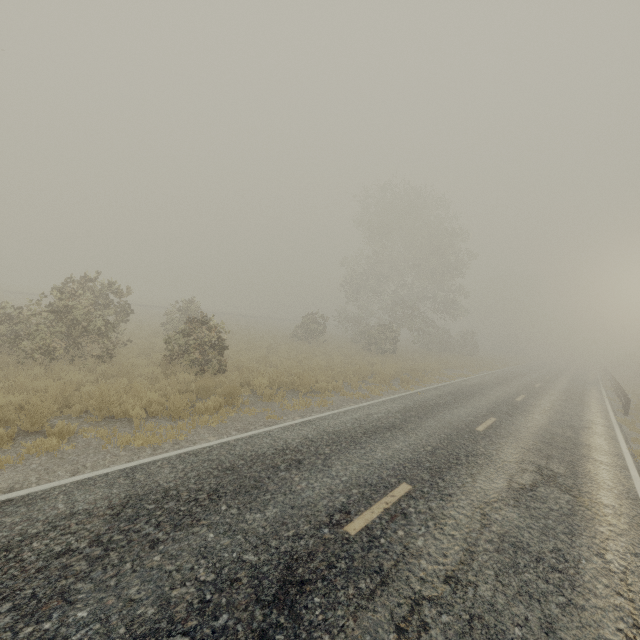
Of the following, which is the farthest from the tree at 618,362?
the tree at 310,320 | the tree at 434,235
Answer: the tree at 310,320

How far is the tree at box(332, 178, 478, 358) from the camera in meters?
32.8

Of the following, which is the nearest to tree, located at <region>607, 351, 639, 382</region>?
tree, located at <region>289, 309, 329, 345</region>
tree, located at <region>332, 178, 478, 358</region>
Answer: tree, located at <region>332, 178, 478, 358</region>

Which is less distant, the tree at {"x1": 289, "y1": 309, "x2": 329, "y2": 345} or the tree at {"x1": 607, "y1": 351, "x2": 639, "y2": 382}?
the tree at {"x1": 289, "y1": 309, "x2": 329, "y2": 345}

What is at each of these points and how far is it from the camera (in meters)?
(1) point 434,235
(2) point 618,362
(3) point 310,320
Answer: (1) tree, 34.19
(2) tree, 50.59
(3) tree, 28.05

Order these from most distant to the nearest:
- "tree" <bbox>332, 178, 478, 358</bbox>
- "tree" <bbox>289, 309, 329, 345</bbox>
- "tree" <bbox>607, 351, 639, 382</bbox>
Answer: "tree" <bbox>607, 351, 639, 382</bbox>, "tree" <bbox>332, 178, 478, 358</bbox>, "tree" <bbox>289, 309, 329, 345</bbox>

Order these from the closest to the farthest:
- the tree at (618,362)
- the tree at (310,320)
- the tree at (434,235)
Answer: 1. the tree at (310,320)
2. the tree at (434,235)
3. the tree at (618,362)
